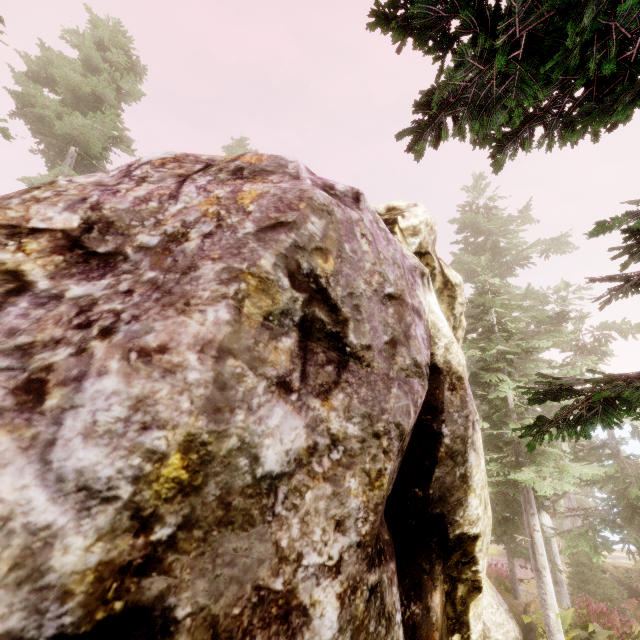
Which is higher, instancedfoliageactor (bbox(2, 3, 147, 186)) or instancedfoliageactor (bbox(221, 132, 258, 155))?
instancedfoliageactor (bbox(221, 132, 258, 155))

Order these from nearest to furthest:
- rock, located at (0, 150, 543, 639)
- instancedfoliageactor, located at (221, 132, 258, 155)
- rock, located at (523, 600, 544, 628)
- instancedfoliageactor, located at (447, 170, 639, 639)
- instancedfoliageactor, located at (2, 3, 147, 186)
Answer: rock, located at (0, 150, 543, 639)
instancedfoliageactor, located at (447, 170, 639, 639)
rock, located at (523, 600, 544, 628)
instancedfoliageactor, located at (2, 3, 147, 186)
instancedfoliageactor, located at (221, 132, 258, 155)

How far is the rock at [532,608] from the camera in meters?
11.6 m

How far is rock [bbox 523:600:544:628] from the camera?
11.6m

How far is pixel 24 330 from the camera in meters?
2.5

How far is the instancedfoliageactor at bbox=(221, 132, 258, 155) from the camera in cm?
2918

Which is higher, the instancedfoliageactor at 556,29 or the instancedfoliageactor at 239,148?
the instancedfoliageactor at 239,148

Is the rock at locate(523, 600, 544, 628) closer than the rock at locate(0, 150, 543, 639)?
No
